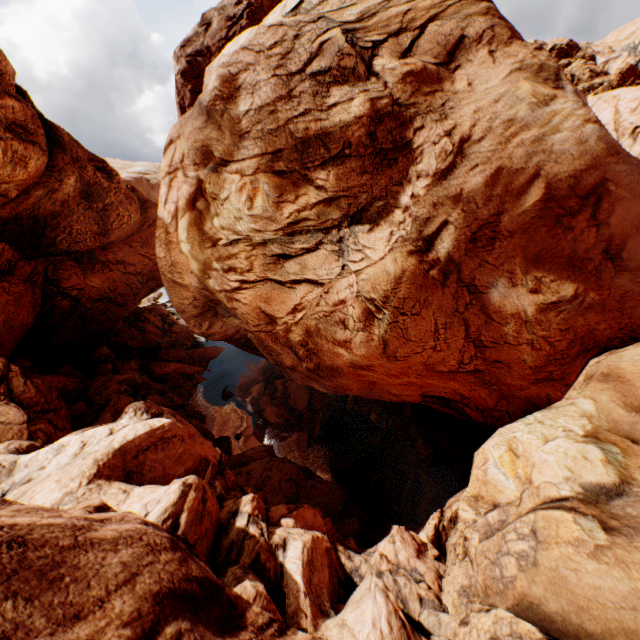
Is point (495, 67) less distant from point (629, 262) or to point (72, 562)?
point (629, 262)
